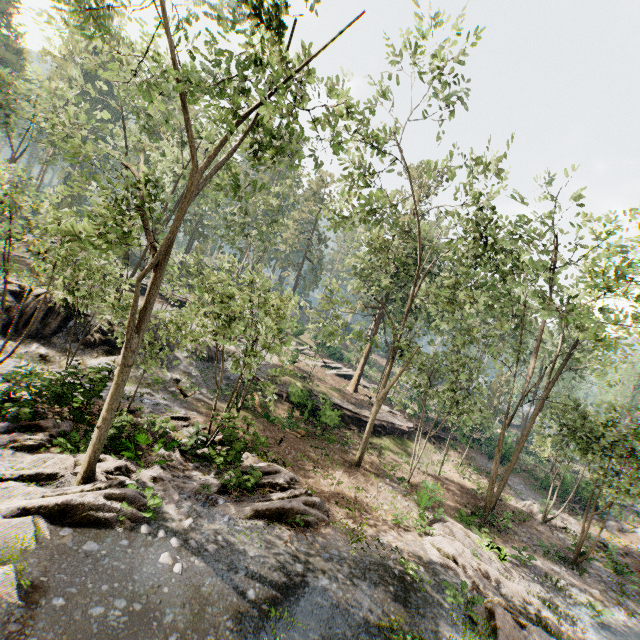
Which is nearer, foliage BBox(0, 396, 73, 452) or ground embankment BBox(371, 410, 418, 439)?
foliage BBox(0, 396, 73, 452)

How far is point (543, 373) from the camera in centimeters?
1644cm

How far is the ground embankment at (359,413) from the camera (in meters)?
23.46

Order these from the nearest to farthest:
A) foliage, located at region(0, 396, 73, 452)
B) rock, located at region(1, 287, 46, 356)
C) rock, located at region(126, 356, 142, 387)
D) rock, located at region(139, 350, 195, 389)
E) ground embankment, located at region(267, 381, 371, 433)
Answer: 1. foliage, located at region(0, 396, 73, 452)
2. rock, located at region(1, 287, 46, 356)
3. rock, located at region(126, 356, 142, 387)
4. rock, located at region(139, 350, 195, 389)
5. ground embankment, located at region(267, 381, 371, 433)

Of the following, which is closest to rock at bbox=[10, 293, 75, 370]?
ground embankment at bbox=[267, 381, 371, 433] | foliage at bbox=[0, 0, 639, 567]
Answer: foliage at bbox=[0, 0, 639, 567]

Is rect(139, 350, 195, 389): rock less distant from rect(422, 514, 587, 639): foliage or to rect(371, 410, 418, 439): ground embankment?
rect(422, 514, 587, 639): foliage

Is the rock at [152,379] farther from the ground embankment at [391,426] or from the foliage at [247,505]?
the ground embankment at [391,426]
